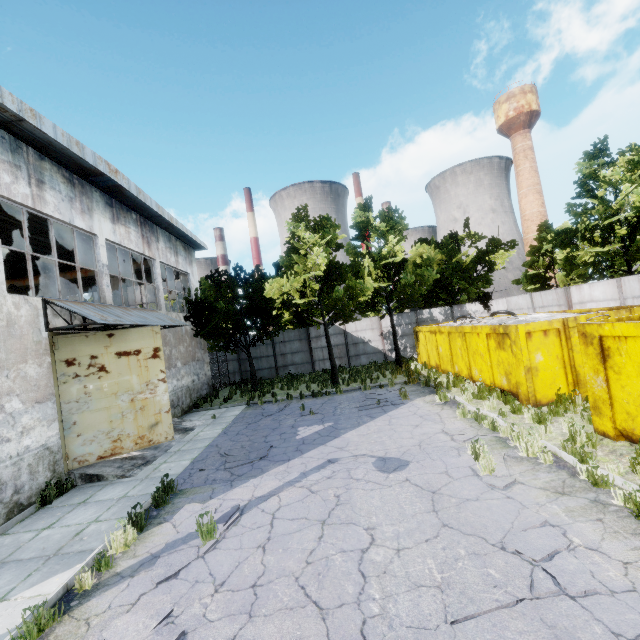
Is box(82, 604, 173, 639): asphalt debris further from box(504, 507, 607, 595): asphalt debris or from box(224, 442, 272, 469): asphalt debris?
box(224, 442, 272, 469): asphalt debris

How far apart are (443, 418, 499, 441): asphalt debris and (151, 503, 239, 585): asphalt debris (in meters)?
5.54

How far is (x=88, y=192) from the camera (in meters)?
11.70

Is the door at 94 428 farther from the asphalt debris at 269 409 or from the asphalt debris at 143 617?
the asphalt debris at 143 617

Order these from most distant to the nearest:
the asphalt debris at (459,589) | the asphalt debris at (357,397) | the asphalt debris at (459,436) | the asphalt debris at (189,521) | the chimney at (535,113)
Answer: the chimney at (535,113) → the asphalt debris at (357,397) → the asphalt debris at (459,436) → the asphalt debris at (189,521) → the asphalt debris at (459,589)

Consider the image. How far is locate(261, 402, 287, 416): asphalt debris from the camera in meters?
14.0 m

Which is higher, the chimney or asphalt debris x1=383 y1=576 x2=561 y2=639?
the chimney

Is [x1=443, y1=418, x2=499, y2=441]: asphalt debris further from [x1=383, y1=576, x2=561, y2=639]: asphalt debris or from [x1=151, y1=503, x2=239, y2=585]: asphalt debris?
[x1=151, y1=503, x2=239, y2=585]: asphalt debris
